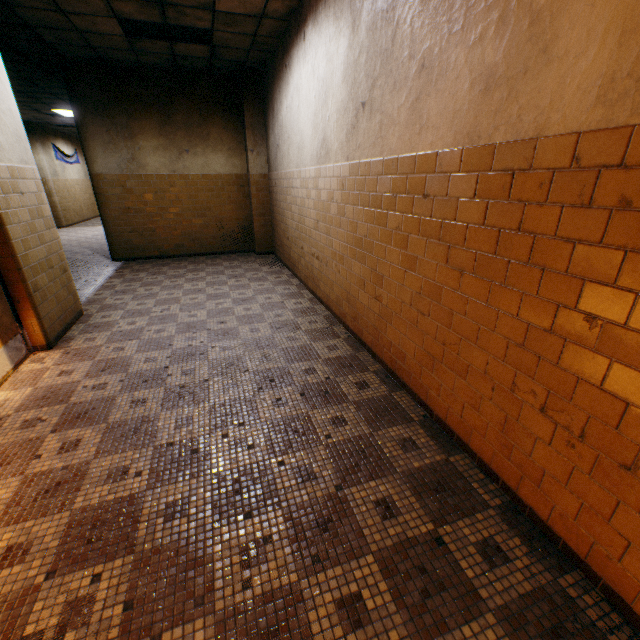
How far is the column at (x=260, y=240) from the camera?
7.2m

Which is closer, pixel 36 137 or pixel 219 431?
pixel 219 431

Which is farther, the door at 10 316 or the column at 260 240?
the column at 260 240

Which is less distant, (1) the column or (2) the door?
(2) the door

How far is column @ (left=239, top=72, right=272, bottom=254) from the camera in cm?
715
